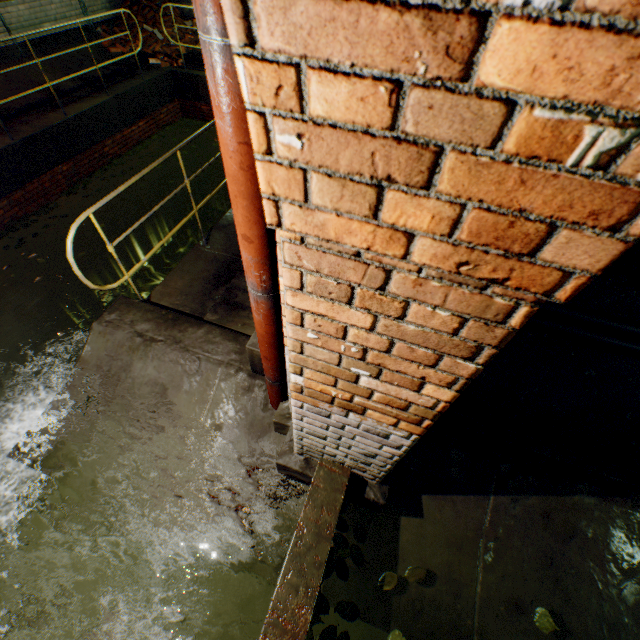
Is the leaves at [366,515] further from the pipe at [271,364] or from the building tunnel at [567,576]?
the pipe at [271,364]

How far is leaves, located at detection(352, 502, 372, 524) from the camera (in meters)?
2.49

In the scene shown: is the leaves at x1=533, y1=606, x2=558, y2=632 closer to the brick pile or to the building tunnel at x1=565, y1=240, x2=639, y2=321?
the building tunnel at x1=565, y1=240, x2=639, y2=321

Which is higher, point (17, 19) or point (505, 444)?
point (17, 19)

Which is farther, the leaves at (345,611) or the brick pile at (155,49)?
the brick pile at (155,49)

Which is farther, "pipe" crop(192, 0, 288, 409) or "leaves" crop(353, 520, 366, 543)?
"leaves" crop(353, 520, 366, 543)

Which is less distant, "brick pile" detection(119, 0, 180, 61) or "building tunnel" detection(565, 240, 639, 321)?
"building tunnel" detection(565, 240, 639, 321)
